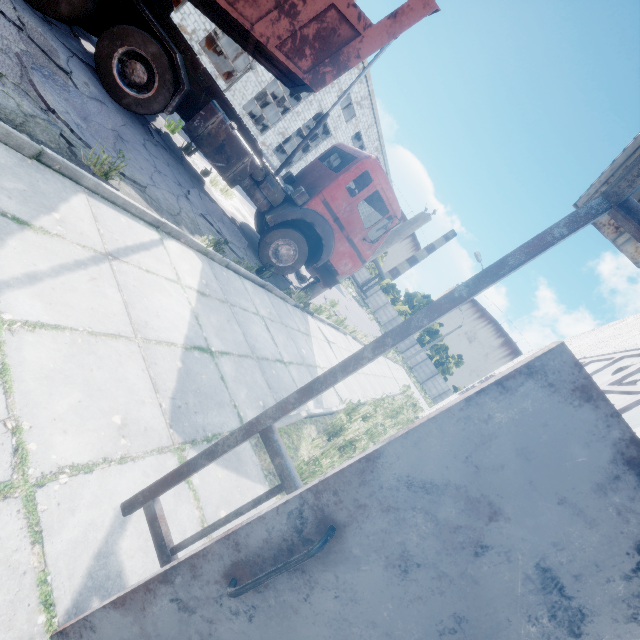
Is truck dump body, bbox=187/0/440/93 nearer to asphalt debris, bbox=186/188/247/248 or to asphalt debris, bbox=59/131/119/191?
asphalt debris, bbox=59/131/119/191

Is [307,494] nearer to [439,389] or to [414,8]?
[414,8]

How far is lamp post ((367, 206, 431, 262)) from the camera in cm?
971

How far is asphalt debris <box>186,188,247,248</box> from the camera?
6.5m

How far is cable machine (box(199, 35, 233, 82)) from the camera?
21.0m

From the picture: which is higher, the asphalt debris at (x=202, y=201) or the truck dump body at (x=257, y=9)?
the truck dump body at (x=257, y=9)

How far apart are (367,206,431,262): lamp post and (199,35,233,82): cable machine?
19.87m

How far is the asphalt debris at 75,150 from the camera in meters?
3.6
